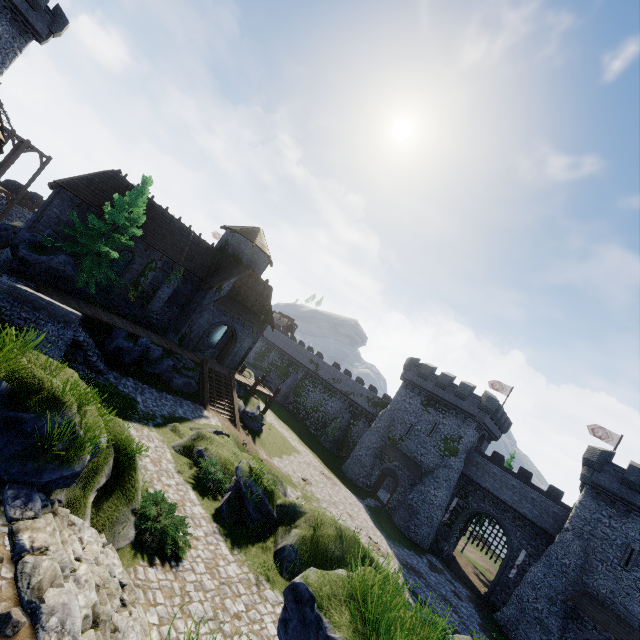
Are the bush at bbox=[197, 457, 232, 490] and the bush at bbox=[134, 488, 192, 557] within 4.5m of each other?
yes

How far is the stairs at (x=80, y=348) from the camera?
17.5 meters

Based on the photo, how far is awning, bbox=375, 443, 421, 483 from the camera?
35.4m

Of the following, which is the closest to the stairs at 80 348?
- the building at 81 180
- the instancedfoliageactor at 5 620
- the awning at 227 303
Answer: the building at 81 180

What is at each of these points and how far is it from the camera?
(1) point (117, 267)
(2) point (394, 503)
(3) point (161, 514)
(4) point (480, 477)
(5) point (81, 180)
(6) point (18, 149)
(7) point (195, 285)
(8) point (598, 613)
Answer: (1) window glass, 25.7 meters
(2) building, 35.9 meters
(3) bush, 9.5 meters
(4) building, 34.9 meters
(5) building, 22.5 meters
(6) stairs, 34.2 meters
(7) building, 29.8 meters
(8) awning, 24.0 meters

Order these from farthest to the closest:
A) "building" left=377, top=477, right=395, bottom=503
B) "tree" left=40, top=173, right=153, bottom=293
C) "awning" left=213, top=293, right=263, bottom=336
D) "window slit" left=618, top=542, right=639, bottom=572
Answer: "building" left=377, top=477, right=395, bottom=503 < "awning" left=213, top=293, right=263, bottom=336 < "window slit" left=618, top=542, right=639, bottom=572 < "tree" left=40, top=173, right=153, bottom=293

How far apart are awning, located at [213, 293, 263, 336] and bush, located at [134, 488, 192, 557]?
18.46m

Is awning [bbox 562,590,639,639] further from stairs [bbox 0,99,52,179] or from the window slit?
stairs [bbox 0,99,52,179]
